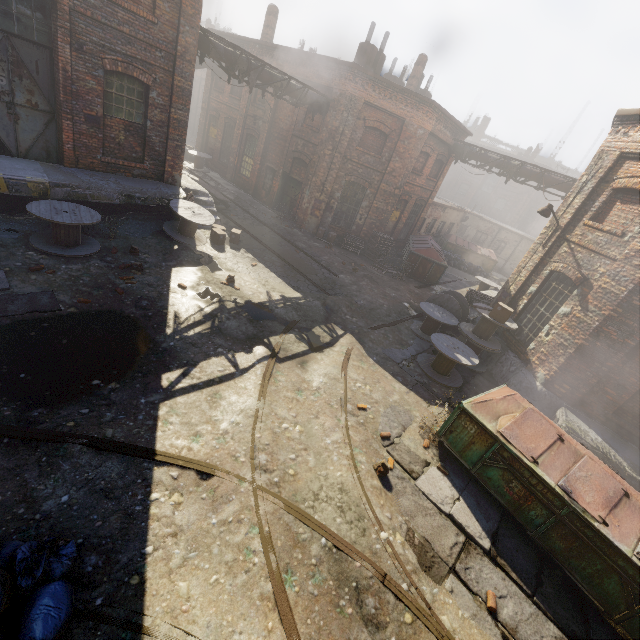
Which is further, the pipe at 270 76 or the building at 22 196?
the pipe at 270 76

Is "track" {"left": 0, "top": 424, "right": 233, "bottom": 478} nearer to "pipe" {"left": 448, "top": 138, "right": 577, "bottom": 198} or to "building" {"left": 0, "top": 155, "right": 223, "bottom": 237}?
"building" {"left": 0, "top": 155, "right": 223, "bottom": 237}

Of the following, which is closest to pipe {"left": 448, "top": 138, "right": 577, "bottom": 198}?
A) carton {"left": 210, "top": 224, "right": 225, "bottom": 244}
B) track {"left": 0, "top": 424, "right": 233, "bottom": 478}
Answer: carton {"left": 210, "top": 224, "right": 225, "bottom": 244}

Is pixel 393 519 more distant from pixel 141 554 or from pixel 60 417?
pixel 60 417

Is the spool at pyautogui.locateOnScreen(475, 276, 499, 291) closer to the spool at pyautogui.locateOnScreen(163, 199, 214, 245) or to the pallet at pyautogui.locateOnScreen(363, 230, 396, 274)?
the pallet at pyautogui.locateOnScreen(363, 230, 396, 274)

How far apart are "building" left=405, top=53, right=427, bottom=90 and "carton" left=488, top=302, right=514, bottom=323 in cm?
1557

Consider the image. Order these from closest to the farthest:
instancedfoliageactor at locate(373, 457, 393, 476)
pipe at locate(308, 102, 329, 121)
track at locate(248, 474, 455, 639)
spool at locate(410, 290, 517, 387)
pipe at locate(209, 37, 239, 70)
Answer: track at locate(248, 474, 455, 639), instancedfoliageactor at locate(373, 457, 393, 476), spool at locate(410, 290, 517, 387), pipe at locate(209, 37, 239, 70), pipe at locate(308, 102, 329, 121)

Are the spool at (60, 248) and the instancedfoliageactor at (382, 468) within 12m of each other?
yes
